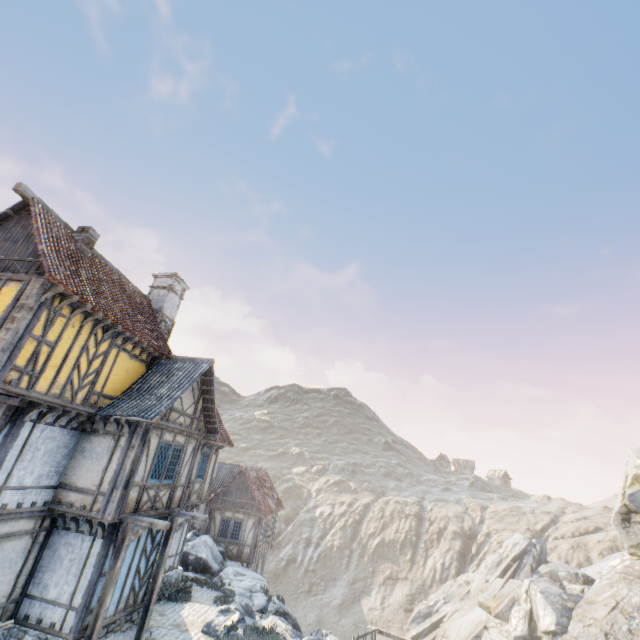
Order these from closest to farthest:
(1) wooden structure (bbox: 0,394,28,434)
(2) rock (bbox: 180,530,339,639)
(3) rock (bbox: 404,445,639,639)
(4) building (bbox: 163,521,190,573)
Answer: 1. (1) wooden structure (bbox: 0,394,28,434)
2. (2) rock (bbox: 180,530,339,639)
3. (4) building (bbox: 163,521,190,573)
4. (3) rock (bbox: 404,445,639,639)

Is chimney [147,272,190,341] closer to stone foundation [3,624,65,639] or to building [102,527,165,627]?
building [102,527,165,627]

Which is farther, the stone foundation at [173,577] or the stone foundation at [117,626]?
the stone foundation at [173,577]

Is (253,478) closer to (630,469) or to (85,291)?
(85,291)

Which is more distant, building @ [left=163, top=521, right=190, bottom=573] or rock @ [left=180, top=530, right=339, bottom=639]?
building @ [left=163, top=521, right=190, bottom=573]

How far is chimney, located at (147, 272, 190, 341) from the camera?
16.5m

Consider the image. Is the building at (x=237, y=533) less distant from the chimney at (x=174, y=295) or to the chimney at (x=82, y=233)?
the chimney at (x=174, y=295)

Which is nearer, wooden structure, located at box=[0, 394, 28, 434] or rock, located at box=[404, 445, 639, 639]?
wooden structure, located at box=[0, 394, 28, 434]
